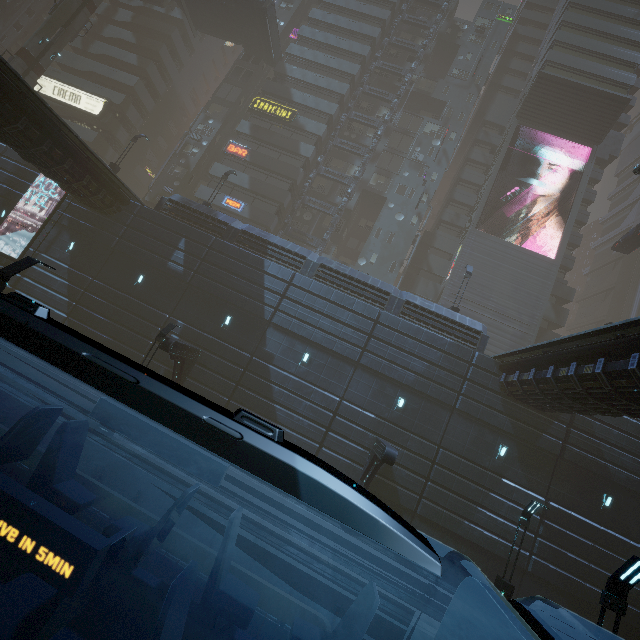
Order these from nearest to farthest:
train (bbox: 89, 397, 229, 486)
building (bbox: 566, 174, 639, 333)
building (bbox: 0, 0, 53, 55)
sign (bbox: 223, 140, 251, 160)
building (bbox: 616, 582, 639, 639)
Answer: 1. train (bbox: 89, 397, 229, 486)
2. building (bbox: 616, 582, 639, 639)
3. sign (bbox: 223, 140, 251, 160)
4. building (bbox: 0, 0, 53, 55)
5. building (bbox: 566, 174, 639, 333)

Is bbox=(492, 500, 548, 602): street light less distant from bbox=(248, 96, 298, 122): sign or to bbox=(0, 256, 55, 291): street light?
bbox=(0, 256, 55, 291): street light

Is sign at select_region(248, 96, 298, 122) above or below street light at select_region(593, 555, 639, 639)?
above

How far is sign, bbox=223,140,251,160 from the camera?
34.2m

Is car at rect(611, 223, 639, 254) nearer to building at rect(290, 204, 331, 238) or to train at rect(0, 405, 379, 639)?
building at rect(290, 204, 331, 238)

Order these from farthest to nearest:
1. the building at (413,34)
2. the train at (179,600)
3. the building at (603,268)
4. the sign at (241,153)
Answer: the building at (603,268)
the building at (413,34)
the sign at (241,153)
the train at (179,600)

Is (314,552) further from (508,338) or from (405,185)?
(405,185)

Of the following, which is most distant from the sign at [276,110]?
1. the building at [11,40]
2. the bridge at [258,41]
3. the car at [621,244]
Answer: the car at [621,244]
